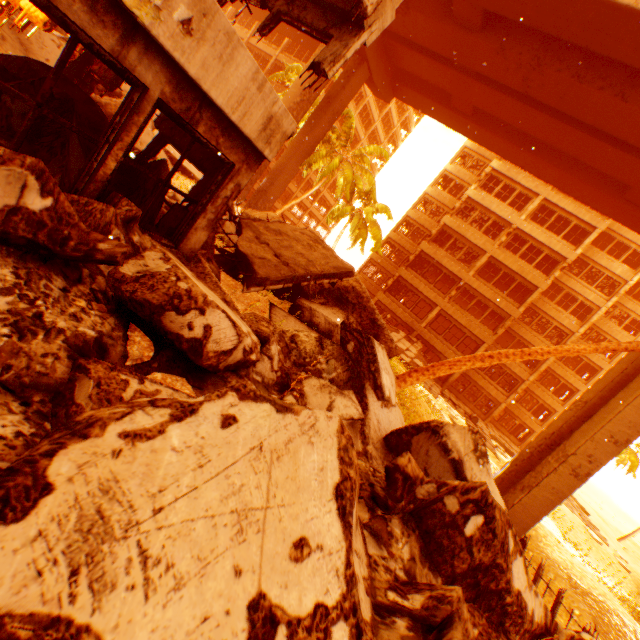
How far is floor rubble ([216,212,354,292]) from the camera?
6.9m

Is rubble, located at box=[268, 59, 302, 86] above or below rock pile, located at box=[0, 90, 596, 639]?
above

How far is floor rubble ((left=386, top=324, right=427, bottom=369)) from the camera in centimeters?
2526cm

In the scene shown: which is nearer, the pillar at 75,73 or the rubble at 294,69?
the pillar at 75,73

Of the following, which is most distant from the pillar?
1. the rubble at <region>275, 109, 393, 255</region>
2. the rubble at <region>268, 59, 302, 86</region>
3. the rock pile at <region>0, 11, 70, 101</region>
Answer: the rubble at <region>275, 109, 393, 255</region>

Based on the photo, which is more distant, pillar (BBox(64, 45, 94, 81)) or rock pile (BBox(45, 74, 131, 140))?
pillar (BBox(64, 45, 94, 81))

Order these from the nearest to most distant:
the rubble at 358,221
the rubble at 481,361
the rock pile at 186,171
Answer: the rubble at 481,361
the rock pile at 186,171
the rubble at 358,221

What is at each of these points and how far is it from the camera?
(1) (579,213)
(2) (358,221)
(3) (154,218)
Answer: (1) wall corner piece, 25.3m
(2) rubble, 23.3m
(3) rock pile, 5.2m
